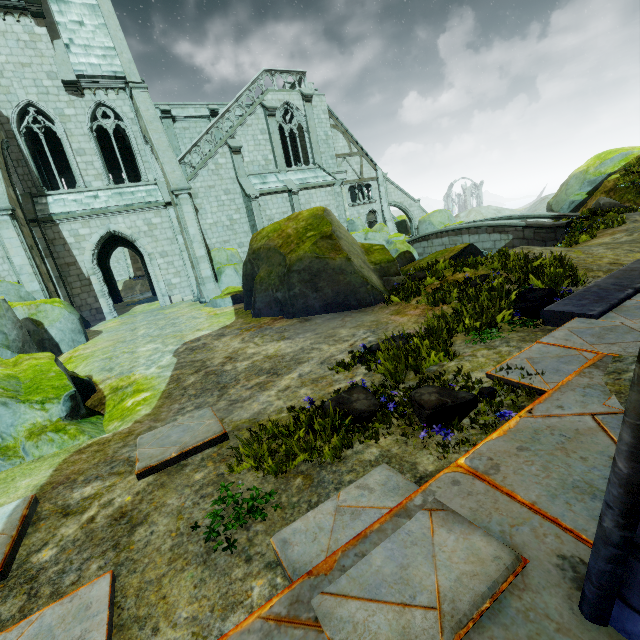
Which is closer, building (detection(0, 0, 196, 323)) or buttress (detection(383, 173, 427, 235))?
building (detection(0, 0, 196, 323))

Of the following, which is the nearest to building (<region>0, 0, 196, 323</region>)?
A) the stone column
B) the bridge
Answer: the bridge

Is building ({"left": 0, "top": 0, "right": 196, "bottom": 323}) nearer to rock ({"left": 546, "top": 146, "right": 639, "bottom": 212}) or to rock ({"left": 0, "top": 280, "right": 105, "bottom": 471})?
rock ({"left": 0, "top": 280, "right": 105, "bottom": 471})

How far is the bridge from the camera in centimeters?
1742cm

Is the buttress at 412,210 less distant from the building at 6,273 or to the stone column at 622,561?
the building at 6,273

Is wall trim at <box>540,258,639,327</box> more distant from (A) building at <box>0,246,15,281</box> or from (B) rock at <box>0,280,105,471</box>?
(B) rock at <box>0,280,105,471</box>

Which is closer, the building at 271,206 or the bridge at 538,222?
the bridge at 538,222

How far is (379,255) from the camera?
12.1m
